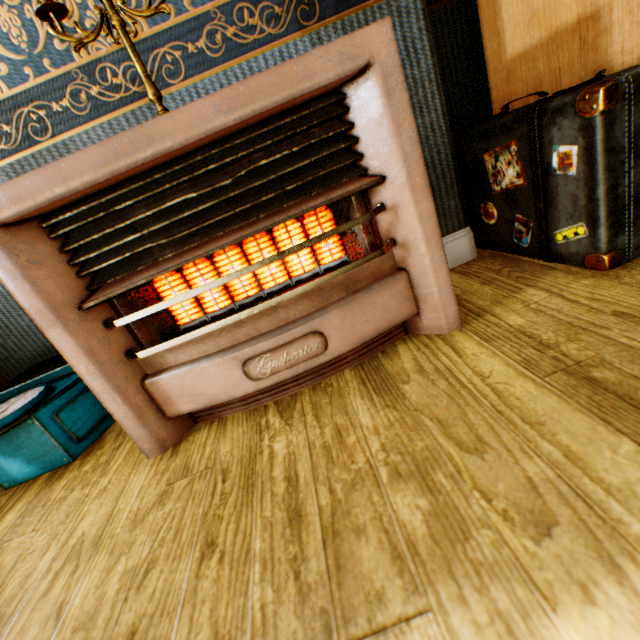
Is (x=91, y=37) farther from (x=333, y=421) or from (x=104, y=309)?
(x=333, y=421)

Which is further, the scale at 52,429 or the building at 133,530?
the scale at 52,429

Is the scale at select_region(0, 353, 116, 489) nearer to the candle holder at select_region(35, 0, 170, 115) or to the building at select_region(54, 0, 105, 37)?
the building at select_region(54, 0, 105, 37)

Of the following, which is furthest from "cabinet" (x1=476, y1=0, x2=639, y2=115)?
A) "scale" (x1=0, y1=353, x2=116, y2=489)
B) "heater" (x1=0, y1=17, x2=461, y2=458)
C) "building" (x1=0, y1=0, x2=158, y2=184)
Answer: "scale" (x1=0, y1=353, x2=116, y2=489)

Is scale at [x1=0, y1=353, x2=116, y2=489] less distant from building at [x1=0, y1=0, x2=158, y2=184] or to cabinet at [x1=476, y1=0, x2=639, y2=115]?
building at [x1=0, y1=0, x2=158, y2=184]

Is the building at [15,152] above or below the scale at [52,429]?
above

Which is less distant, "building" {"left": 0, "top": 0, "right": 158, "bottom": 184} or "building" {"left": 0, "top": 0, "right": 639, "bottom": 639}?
"building" {"left": 0, "top": 0, "right": 639, "bottom": 639}

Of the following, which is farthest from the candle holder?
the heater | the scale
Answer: the scale
